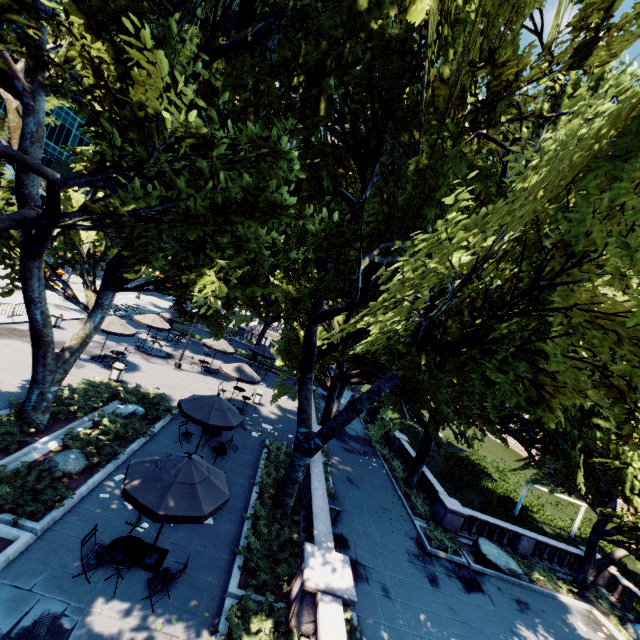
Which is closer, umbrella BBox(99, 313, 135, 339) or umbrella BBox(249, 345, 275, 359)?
umbrella BBox(99, 313, 135, 339)

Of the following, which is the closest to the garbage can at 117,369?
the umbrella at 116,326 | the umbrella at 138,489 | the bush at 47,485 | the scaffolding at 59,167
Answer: the umbrella at 116,326

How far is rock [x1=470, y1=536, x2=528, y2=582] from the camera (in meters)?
17.56

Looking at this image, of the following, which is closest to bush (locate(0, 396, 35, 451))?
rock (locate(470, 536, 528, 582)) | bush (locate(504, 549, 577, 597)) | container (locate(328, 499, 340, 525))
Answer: container (locate(328, 499, 340, 525))

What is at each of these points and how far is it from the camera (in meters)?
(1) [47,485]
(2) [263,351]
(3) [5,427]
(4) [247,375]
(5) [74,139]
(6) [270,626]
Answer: (1) bush, 9.52
(2) umbrella, 30.58
(3) bush, 10.82
(4) umbrella, 20.69
(5) building, 59.94
(6) bush, 7.77

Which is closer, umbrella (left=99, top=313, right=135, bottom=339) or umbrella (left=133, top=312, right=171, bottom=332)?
umbrella (left=99, top=313, right=135, bottom=339)

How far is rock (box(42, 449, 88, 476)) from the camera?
10.27m

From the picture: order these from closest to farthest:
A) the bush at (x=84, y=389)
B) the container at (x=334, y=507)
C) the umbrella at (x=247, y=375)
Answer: the bush at (x=84, y=389) → the container at (x=334, y=507) → the umbrella at (x=247, y=375)
